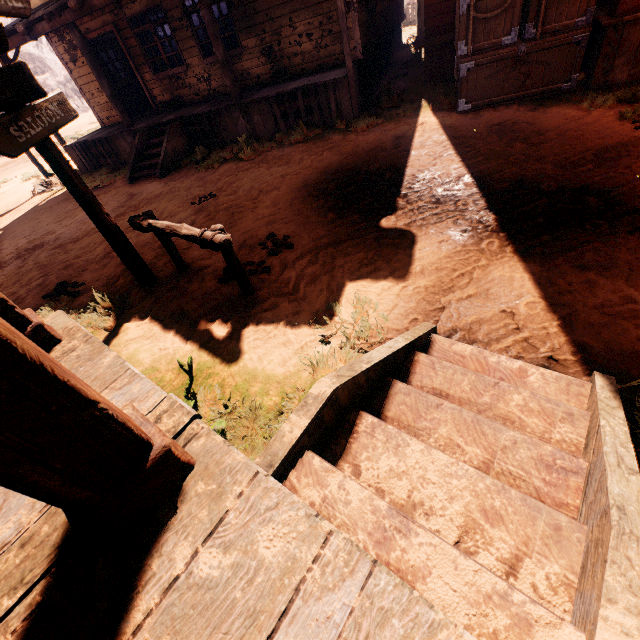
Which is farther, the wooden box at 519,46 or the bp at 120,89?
the bp at 120,89

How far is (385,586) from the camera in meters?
0.9 m

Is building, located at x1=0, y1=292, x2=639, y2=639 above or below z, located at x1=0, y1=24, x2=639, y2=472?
above

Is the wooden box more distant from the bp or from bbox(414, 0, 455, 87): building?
the bp

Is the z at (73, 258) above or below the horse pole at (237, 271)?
below

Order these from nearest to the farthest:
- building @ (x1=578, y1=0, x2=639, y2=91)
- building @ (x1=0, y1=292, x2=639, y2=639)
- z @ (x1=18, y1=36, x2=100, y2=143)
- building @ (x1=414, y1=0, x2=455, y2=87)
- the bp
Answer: building @ (x1=0, y1=292, x2=639, y2=639) < building @ (x1=578, y1=0, x2=639, y2=91) < building @ (x1=414, y1=0, x2=455, y2=87) < the bp < z @ (x1=18, y1=36, x2=100, y2=143)

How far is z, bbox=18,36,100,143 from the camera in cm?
2378
